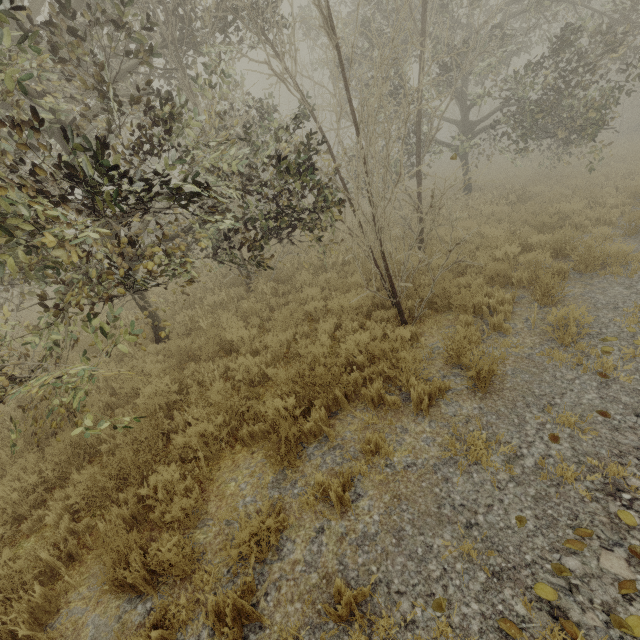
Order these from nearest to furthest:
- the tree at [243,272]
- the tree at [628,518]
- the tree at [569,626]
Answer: the tree at [569,626], the tree at [628,518], the tree at [243,272]

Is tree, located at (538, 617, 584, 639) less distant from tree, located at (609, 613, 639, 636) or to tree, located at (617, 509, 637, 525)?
tree, located at (617, 509, 637, 525)

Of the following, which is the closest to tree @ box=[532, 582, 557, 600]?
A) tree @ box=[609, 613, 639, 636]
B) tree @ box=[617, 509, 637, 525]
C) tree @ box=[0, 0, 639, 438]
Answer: tree @ box=[609, 613, 639, 636]

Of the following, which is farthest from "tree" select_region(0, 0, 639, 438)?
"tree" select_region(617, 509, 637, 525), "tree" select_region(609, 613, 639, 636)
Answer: "tree" select_region(609, 613, 639, 636)

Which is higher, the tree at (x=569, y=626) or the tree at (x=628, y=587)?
the tree at (x=628, y=587)

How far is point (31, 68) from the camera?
3.7m

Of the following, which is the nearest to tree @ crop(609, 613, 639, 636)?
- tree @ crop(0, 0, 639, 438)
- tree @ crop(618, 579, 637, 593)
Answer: tree @ crop(618, 579, 637, 593)
